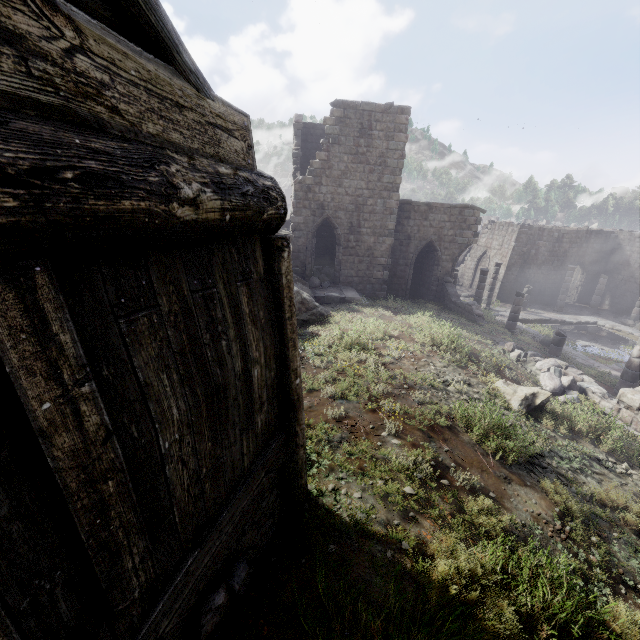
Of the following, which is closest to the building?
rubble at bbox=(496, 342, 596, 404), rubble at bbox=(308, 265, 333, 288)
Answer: rubble at bbox=(308, 265, 333, 288)

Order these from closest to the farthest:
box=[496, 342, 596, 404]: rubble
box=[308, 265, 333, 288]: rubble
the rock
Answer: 1. box=[496, 342, 596, 404]: rubble
2. the rock
3. box=[308, 265, 333, 288]: rubble

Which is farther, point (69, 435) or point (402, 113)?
point (402, 113)

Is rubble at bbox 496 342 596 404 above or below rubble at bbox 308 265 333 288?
below

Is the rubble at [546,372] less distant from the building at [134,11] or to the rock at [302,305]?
the building at [134,11]

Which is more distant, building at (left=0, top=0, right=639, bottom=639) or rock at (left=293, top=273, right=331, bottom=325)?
rock at (left=293, top=273, right=331, bottom=325)

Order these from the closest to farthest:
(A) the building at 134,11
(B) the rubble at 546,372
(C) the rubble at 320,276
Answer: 1. (A) the building at 134,11
2. (B) the rubble at 546,372
3. (C) the rubble at 320,276

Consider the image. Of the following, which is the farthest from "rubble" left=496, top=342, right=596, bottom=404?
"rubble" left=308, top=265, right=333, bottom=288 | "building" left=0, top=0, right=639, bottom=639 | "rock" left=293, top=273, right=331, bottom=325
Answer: "rubble" left=308, top=265, right=333, bottom=288
